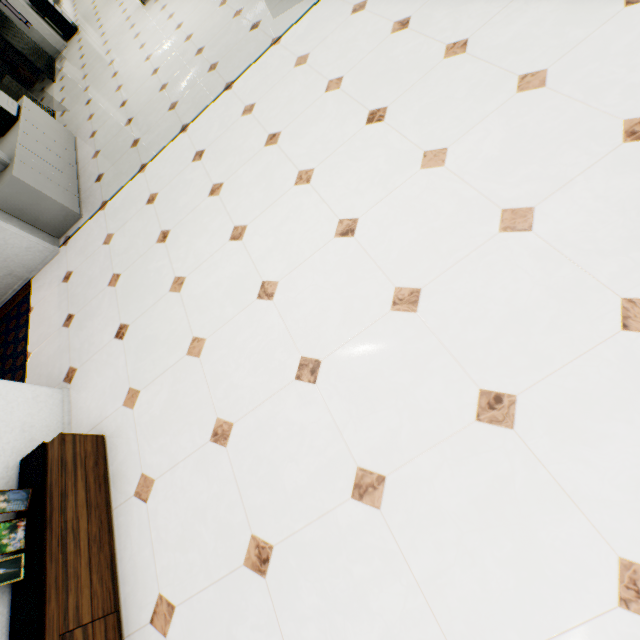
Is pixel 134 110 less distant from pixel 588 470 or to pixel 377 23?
pixel 377 23

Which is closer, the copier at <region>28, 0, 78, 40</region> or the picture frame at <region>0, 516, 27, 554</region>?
the picture frame at <region>0, 516, 27, 554</region>

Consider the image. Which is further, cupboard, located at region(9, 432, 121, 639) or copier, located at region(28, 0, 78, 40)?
copier, located at region(28, 0, 78, 40)

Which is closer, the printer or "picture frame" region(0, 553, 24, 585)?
"picture frame" region(0, 553, 24, 585)

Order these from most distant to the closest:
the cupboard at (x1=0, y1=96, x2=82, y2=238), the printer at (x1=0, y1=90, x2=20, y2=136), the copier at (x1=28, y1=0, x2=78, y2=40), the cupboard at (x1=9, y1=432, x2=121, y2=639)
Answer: the copier at (x1=28, y1=0, x2=78, y2=40) → the printer at (x1=0, y1=90, x2=20, y2=136) → the cupboard at (x1=0, y1=96, x2=82, y2=238) → the cupboard at (x1=9, y1=432, x2=121, y2=639)

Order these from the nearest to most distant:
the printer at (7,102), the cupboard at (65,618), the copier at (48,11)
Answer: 1. the cupboard at (65,618)
2. the printer at (7,102)
3. the copier at (48,11)

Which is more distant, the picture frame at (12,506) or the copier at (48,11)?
the copier at (48,11)

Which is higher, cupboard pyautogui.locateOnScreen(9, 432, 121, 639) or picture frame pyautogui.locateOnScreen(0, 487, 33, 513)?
picture frame pyautogui.locateOnScreen(0, 487, 33, 513)
